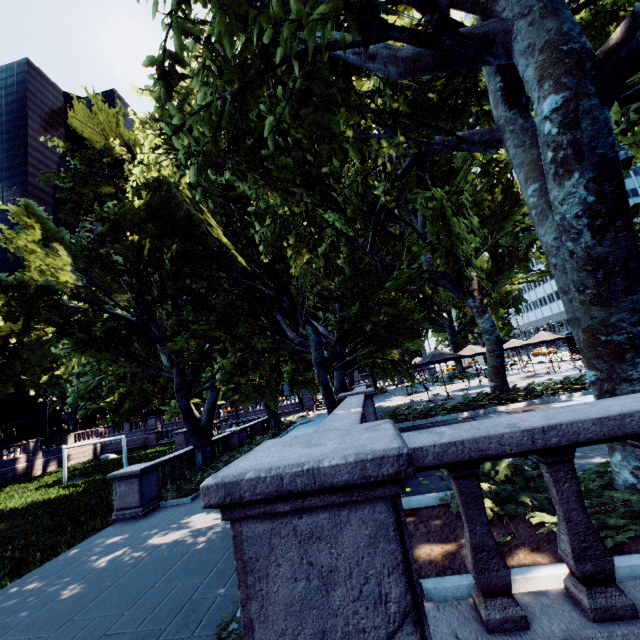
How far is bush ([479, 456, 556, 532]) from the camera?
3.7m

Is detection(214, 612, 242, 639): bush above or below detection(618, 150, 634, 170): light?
below

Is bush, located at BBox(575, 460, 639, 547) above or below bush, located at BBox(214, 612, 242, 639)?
above

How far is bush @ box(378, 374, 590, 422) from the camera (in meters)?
12.42

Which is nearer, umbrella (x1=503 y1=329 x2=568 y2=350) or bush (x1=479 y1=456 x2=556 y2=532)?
bush (x1=479 y1=456 x2=556 y2=532)

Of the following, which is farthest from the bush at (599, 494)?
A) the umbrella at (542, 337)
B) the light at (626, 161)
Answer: the umbrella at (542, 337)

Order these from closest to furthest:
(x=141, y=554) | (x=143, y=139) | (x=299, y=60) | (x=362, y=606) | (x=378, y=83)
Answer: (x=362, y=606)
(x=299, y=60)
(x=378, y=83)
(x=141, y=554)
(x=143, y=139)

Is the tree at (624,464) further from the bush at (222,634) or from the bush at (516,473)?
the bush at (222,634)
